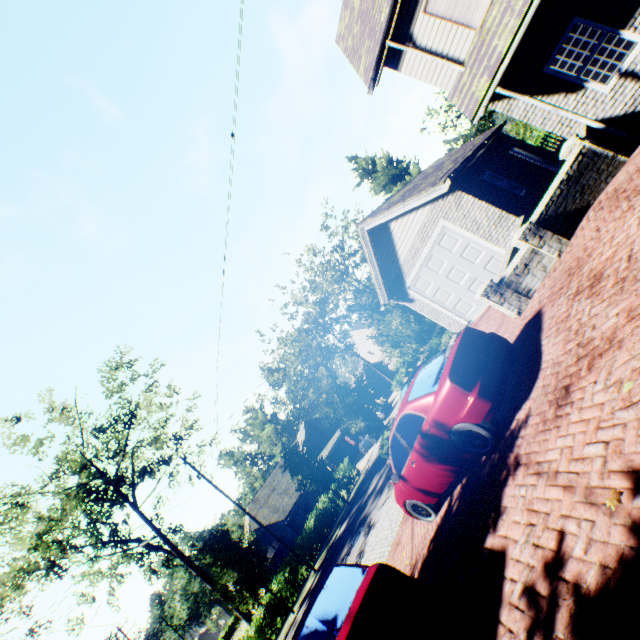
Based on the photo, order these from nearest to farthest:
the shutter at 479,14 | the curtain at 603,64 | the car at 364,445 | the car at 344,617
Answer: the car at 344,617
the curtain at 603,64
the shutter at 479,14
the car at 364,445

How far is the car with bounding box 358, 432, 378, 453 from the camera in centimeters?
2962cm

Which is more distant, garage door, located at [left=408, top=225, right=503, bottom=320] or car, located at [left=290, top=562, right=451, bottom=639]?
garage door, located at [left=408, top=225, right=503, bottom=320]

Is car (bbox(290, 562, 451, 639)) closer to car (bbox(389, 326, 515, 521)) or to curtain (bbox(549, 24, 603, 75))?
car (bbox(389, 326, 515, 521))

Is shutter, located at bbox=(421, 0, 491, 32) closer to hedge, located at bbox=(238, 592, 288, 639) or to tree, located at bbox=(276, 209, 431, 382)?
tree, located at bbox=(276, 209, 431, 382)

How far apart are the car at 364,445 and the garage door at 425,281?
19.2 meters

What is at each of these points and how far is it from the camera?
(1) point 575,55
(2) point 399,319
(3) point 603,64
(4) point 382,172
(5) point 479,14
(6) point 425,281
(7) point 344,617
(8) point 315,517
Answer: (1) curtain, 7.9 meters
(2) tree, 21.9 meters
(3) curtain, 7.8 meters
(4) tree, 26.0 meters
(5) shutter, 8.0 meters
(6) garage door, 13.3 meters
(7) car, 3.7 meters
(8) hedge, 25.0 meters

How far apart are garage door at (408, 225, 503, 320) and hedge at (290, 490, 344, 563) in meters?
19.9 m
